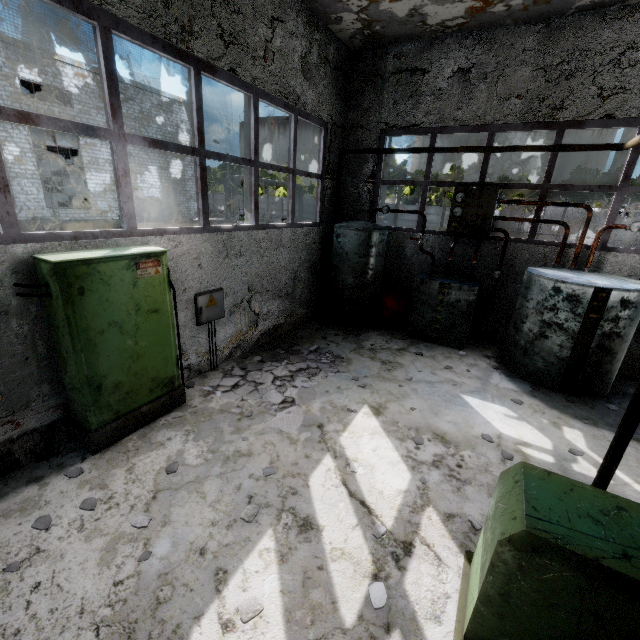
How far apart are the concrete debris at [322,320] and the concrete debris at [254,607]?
5.93m

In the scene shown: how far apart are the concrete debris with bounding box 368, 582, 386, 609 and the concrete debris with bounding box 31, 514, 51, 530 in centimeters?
318cm

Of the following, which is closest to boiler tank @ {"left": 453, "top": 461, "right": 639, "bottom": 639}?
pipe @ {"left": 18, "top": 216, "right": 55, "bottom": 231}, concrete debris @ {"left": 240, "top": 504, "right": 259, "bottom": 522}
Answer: concrete debris @ {"left": 240, "top": 504, "right": 259, "bottom": 522}

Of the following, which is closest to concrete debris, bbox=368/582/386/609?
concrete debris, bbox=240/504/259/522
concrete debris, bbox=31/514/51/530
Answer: concrete debris, bbox=240/504/259/522

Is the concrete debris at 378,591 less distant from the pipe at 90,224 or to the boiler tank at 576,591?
the boiler tank at 576,591

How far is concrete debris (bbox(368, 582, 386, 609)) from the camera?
2.7m

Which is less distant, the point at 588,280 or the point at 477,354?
the point at 588,280

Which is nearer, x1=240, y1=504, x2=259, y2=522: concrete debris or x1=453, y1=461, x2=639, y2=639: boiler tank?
x1=453, y1=461, x2=639, y2=639: boiler tank
